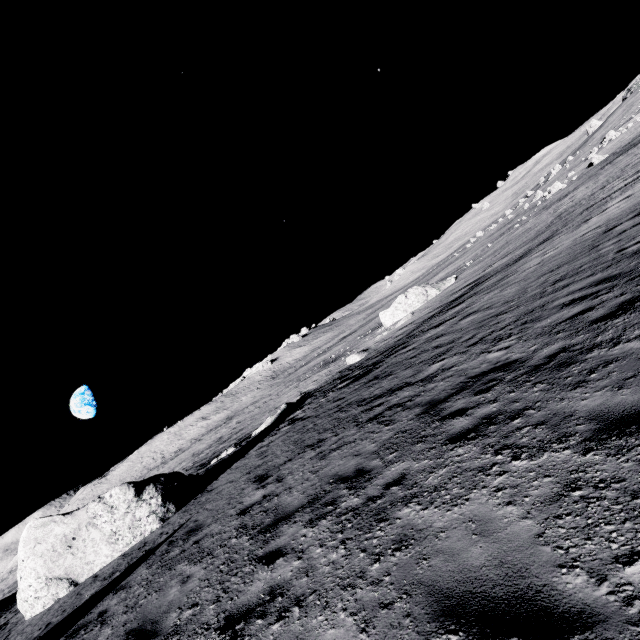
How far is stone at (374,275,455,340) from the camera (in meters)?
31.97

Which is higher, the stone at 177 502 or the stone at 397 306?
the stone at 177 502

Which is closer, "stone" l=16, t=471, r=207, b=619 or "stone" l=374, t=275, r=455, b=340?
"stone" l=16, t=471, r=207, b=619

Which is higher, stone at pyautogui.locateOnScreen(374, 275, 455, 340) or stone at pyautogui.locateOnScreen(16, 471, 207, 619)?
stone at pyautogui.locateOnScreen(16, 471, 207, 619)

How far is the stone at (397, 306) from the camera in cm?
3197

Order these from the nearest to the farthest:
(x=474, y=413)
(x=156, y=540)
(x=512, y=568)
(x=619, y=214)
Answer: (x=512, y=568)
(x=474, y=413)
(x=156, y=540)
(x=619, y=214)

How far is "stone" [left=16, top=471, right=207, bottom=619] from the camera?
10.7 meters
